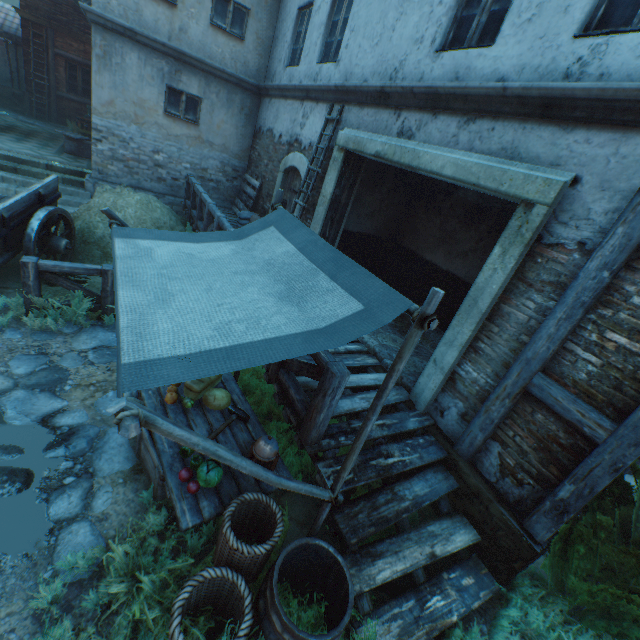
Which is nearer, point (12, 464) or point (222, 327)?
point (222, 327)

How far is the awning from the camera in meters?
1.5 m

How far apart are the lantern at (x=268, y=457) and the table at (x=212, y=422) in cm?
4

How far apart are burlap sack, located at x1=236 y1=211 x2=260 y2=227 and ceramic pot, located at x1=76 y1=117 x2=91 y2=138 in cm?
931

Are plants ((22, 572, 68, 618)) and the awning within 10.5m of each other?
yes

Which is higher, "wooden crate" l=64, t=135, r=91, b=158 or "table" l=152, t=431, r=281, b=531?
"wooden crate" l=64, t=135, r=91, b=158

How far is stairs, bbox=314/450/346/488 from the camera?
3.2m

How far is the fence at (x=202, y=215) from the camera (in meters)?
6.61
